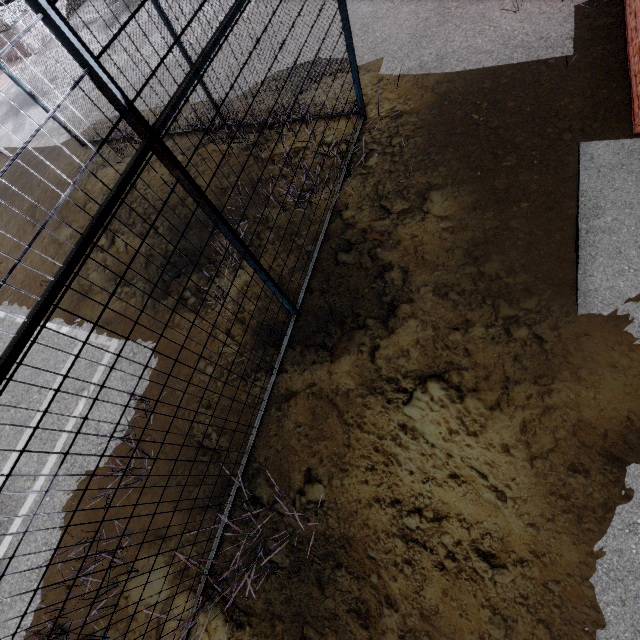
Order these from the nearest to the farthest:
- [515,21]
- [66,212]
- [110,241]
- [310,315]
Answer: [310,315]
[515,21]
[110,241]
[66,212]
